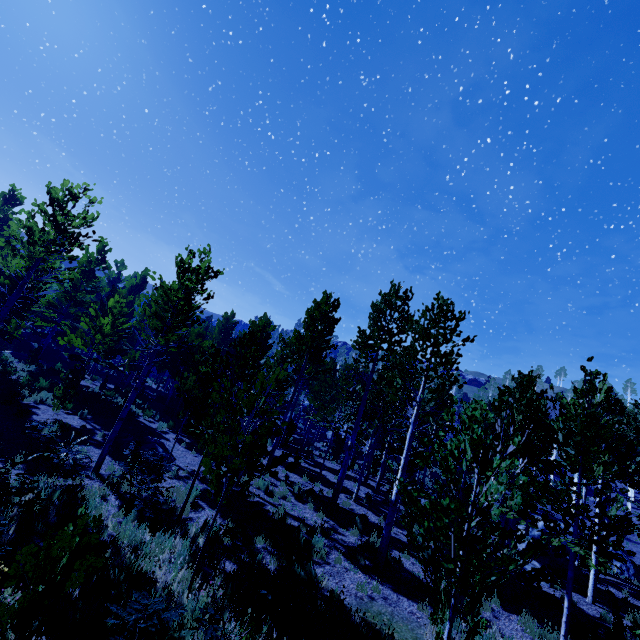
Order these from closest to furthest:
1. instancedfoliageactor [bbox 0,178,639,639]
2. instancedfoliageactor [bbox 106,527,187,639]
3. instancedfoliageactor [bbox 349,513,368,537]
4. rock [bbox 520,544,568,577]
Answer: instancedfoliageactor [bbox 106,527,187,639] < instancedfoliageactor [bbox 0,178,639,639] < instancedfoliageactor [bbox 349,513,368,537] < rock [bbox 520,544,568,577]

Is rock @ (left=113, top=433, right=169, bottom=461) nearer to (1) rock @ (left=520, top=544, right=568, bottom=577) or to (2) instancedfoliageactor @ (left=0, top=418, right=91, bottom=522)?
(2) instancedfoliageactor @ (left=0, top=418, right=91, bottom=522)

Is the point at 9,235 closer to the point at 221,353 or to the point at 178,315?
the point at 221,353

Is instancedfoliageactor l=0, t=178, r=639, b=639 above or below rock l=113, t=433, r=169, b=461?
above

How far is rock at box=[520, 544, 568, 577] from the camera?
13.05m

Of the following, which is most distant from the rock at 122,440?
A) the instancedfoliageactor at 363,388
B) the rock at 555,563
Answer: the rock at 555,563

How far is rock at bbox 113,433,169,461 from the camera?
13.1 meters

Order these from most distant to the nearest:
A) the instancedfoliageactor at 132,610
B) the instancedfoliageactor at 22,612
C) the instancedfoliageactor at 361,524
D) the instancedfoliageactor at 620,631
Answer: the instancedfoliageactor at 361,524, the instancedfoliageactor at 620,631, the instancedfoliageactor at 132,610, the instancedfoliageactor at 22,612
